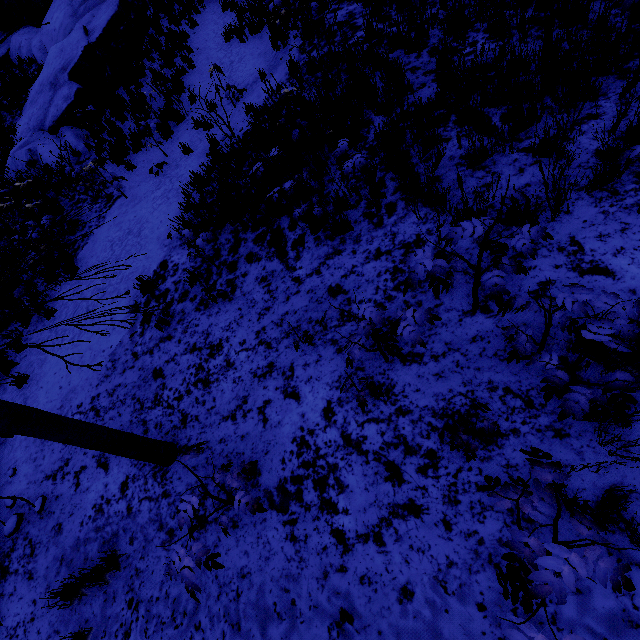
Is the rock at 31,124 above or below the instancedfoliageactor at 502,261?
above

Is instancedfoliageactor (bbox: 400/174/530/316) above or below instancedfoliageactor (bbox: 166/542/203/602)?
above

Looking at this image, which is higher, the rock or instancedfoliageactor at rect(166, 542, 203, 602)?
the rock

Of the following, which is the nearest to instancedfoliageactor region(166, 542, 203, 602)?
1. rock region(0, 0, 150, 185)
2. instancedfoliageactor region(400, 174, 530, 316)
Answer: instancedfoliageactor region(400, 174, 530, 316)

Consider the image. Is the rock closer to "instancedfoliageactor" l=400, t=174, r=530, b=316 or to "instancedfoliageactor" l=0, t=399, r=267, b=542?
"instancedfoliageactor" l=0, t=399, r=267, b=542

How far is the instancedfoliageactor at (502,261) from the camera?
2.14m

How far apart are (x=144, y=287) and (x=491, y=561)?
6.01m
